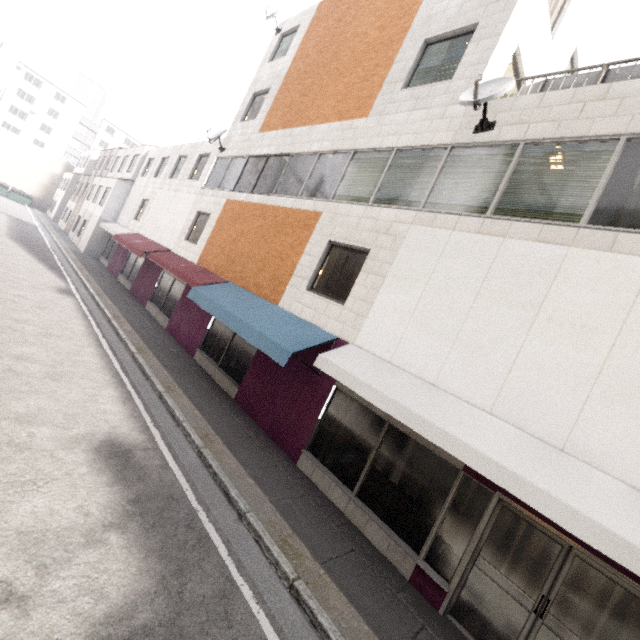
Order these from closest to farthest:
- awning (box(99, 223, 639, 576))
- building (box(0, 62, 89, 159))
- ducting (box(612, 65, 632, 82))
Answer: awning (box(99, 223, 639, 576)) → ducting (box(612, 65, 632, 82)) → building (box(0, 62, 89, 159))

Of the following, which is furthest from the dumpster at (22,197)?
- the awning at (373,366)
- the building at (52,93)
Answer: the awning at (373,366)

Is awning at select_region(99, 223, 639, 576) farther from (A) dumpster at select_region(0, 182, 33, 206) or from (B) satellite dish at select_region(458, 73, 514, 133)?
(A) dumpster at select_region(0, 182, 33, 206)

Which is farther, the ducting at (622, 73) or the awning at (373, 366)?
the ducting at (622, 73)

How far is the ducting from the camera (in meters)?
5.71

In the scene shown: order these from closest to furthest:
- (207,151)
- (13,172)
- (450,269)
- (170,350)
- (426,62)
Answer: (450,269) → (426,62) → (170,350) → (207,151) → (13,172)

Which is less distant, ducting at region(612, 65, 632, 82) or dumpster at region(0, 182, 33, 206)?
ducting at region(612, 65, 632, 82)

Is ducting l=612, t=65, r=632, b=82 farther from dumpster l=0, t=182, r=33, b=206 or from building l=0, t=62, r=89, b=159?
dumpster l=0, t=182, r=33, b=206
